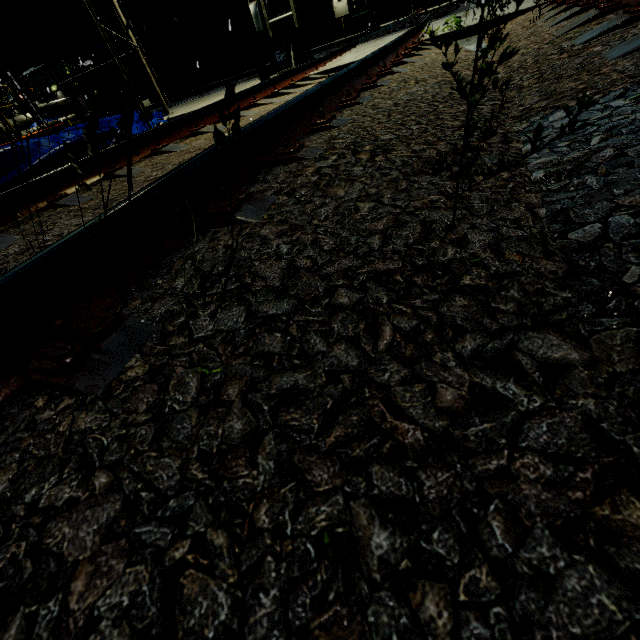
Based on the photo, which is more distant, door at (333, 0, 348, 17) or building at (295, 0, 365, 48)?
door at (333, 0, 348, 17)

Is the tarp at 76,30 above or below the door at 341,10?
below

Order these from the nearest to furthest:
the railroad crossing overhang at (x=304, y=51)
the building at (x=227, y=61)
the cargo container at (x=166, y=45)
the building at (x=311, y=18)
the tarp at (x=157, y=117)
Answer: the tarp at (x=157, y=117)
the railroad crossing overhang at (x=304, y=51)
the cargo container at (x=166, y=45)
the building at (x=227, y=61)
the building at (x=311, y=18)

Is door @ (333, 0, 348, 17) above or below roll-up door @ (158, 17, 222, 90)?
above

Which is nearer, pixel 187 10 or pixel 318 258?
pixel 318 258

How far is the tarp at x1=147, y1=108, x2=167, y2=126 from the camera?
6.41m

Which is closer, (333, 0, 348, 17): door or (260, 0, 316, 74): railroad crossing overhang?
(260, 0, 316, 74): railroad crossing overhang

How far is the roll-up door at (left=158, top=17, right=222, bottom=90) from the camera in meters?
28.3 m
